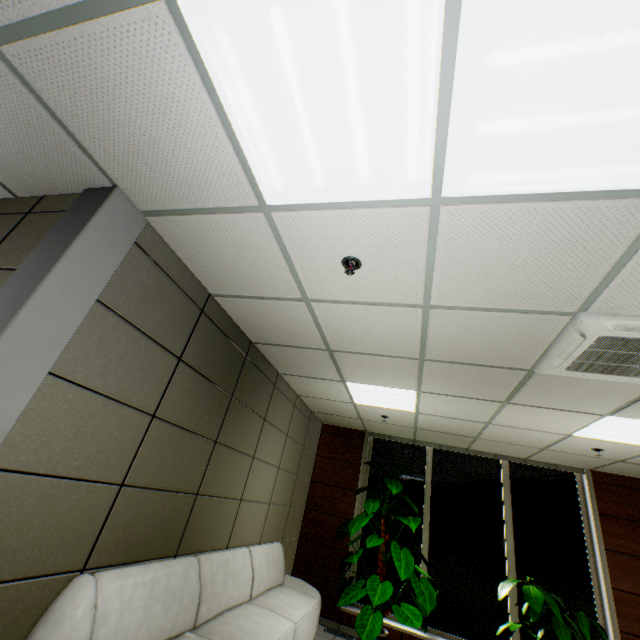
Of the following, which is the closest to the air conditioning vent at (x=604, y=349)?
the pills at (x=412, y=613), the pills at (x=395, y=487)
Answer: the pills at (x=395, y=487)

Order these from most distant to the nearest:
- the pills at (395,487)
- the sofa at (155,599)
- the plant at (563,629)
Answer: the pills at (395,487)
the plant at (563,629)
the sofa at (155,599)

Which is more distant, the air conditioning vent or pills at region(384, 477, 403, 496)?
pills at region(384, 477, 403, 496)

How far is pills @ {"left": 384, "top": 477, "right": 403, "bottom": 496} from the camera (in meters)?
5.21

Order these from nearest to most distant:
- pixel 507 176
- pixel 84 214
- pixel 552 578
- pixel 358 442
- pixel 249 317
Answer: pixel 507 176, pixel 84 214, pixel 249 317, pixel 552 578, pixel 358 442

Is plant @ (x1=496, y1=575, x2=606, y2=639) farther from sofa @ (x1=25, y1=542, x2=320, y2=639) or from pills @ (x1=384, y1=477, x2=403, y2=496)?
sofa @ (x1=25, y1=542, x2=320, y2=639)

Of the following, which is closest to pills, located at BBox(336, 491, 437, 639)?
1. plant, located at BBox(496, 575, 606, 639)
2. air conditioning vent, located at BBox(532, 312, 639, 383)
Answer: plant, located at BBox(496, 575, 606, 639)

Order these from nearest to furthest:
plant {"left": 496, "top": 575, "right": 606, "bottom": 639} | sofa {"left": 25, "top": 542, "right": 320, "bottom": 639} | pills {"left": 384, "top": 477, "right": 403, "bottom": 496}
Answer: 1. sofa {"left": 25, "top": 542, "right": 320, "bottom": 639}
2. plant {"left": 496, "top": 575, "right": 606, "bottom": 639}
3. pills {"left": 384, "top": 477, "right": 403, "bottom": 496}
